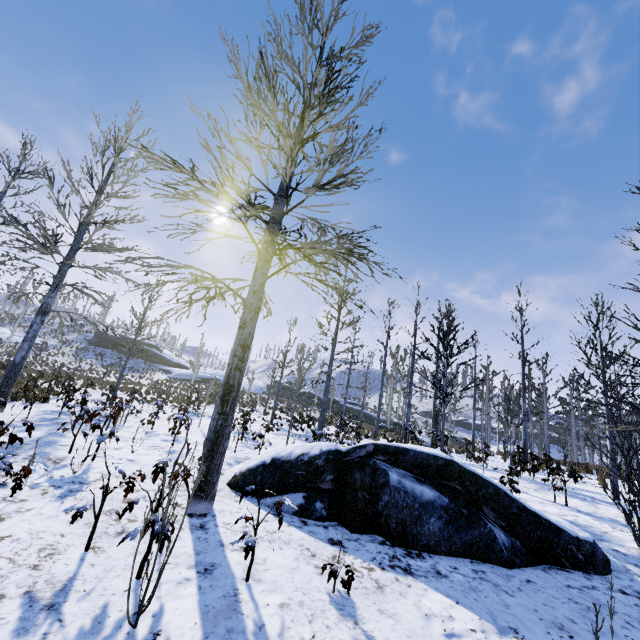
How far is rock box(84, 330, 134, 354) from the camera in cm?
4981

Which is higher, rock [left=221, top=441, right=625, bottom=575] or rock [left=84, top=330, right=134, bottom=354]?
rock [left=84, top=330, right=134, bottom=354]

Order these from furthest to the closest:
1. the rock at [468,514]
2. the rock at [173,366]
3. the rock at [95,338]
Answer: the rock at [95,338]
the rock at [173,366]
the rock at [468,514]

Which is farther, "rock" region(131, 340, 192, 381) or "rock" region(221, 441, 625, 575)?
"rock" region(131, 340, 192, 381)

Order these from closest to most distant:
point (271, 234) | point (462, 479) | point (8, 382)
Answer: point (462, 479) < point (271, 234) < point (8, 382)

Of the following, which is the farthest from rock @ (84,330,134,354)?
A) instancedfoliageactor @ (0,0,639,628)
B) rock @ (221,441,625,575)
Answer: rock @ (221,441,625,575)

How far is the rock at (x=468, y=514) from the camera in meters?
4.4 m
